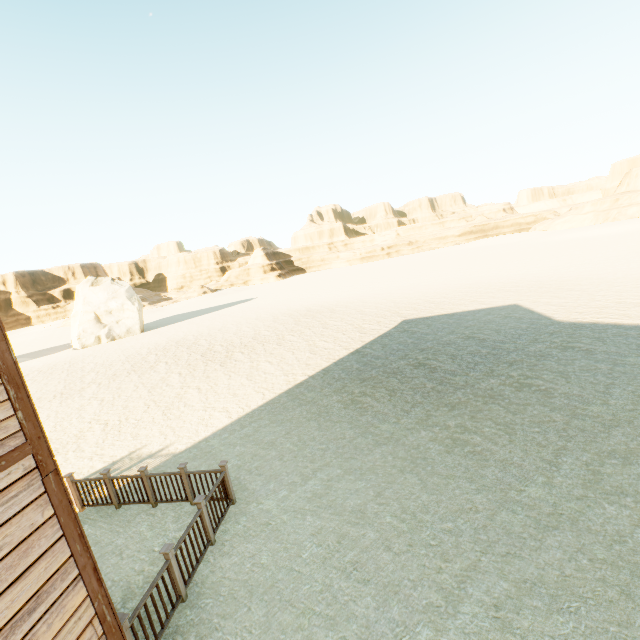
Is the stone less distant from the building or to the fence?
the fence

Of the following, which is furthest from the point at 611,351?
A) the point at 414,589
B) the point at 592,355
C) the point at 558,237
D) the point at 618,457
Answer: the point at 558,237

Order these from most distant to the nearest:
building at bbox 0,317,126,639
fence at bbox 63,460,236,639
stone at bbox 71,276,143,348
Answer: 1. stone at bbox 71,276,143,348
2. fence at bbox 63,460,236,639
3. building at bbox 0,317,126,639

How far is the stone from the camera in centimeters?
3378cm

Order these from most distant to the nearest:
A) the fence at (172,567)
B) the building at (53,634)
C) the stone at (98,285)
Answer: the stone at (98,285) < the fence at (172,567) < the building at (53,634)

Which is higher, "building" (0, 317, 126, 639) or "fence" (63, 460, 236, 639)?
"building" (0, 317, 126, 639)

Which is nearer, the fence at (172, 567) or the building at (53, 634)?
the building at (53, 634)
